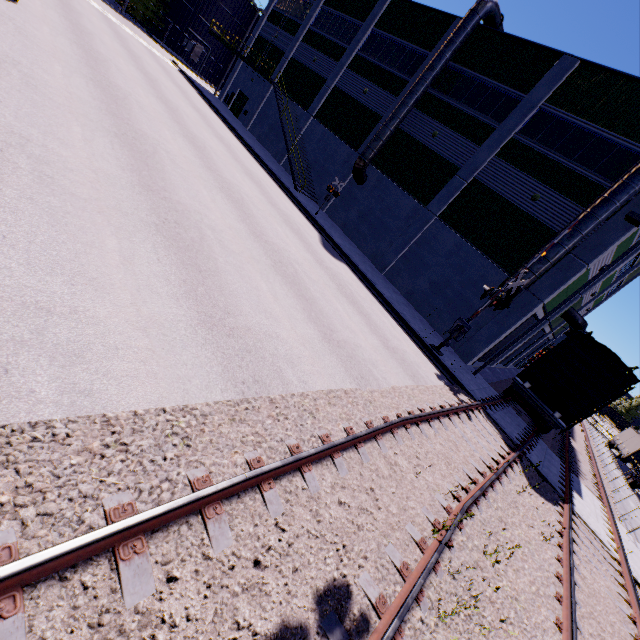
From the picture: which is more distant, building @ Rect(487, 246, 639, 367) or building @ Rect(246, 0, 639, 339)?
building @ Rect(487, 246, 639, 367)

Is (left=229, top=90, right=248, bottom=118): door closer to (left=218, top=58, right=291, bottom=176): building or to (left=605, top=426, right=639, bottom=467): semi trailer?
(left=218, top=58, right=291, bottom=176): building

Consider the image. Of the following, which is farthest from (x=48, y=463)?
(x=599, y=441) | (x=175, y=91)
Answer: (x=599, y=441)

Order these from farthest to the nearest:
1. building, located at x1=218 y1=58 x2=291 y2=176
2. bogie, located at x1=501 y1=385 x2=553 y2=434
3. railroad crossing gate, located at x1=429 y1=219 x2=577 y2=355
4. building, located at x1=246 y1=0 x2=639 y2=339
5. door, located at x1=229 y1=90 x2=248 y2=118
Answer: door, located at x1=229 y1=90 x2=248 y2=118 < building, located at x1=218 y1=58 x2=291 y2=176 < building, located at x1=246 y1=0 x2=639 y2=339 < bogie, located at x1=501 y1=385 x2=553 y2=434 < railroad crossing gate, located at x1=429 y1=219 x2=577 y2=355

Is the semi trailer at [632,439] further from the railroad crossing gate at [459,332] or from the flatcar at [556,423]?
the railroad crossing gate at [459,332]

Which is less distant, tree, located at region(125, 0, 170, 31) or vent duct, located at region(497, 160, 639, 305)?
vent duct, located at region(497, 160, 639, 305)

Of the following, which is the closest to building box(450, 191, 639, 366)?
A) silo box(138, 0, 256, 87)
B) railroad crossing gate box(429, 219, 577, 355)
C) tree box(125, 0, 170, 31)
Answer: silo box(138, 0, 256, 87)

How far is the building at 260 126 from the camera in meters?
30.8
